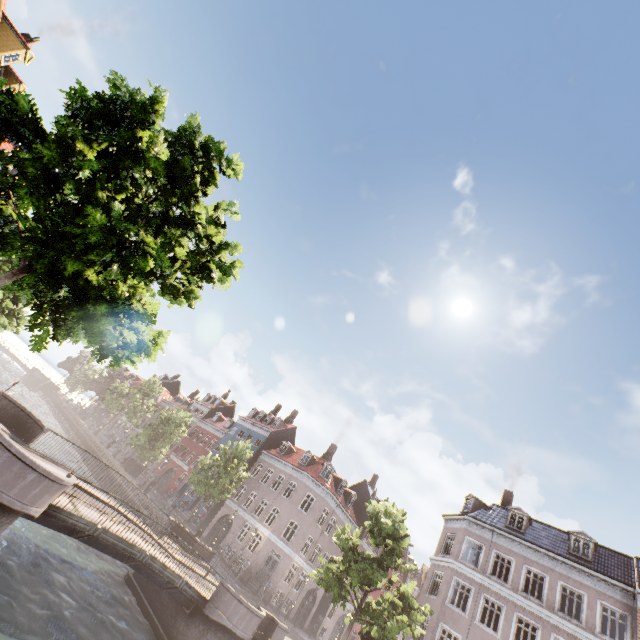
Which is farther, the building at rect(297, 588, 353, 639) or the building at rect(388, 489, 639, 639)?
the building at rect(297, 588, 353, 639)

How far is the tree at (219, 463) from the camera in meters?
28.0 m

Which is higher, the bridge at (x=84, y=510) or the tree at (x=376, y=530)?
the tree at (x=376, y=530)

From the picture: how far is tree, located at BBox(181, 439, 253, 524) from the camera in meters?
28.0

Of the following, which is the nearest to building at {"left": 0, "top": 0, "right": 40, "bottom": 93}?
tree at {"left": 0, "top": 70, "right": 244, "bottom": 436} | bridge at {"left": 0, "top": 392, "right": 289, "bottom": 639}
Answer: tree at {"left": 0, "top": 70, "right": 244, "bottom": 436}

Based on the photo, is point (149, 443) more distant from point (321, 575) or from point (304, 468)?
point (321, 575)

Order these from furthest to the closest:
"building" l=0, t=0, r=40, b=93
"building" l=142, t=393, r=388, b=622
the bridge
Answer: "building" l=142, t=393, r=388, b=622 < "building" l=0, t=0, r=40, b=93 < the bridge

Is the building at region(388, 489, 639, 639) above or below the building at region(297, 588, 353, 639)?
above
